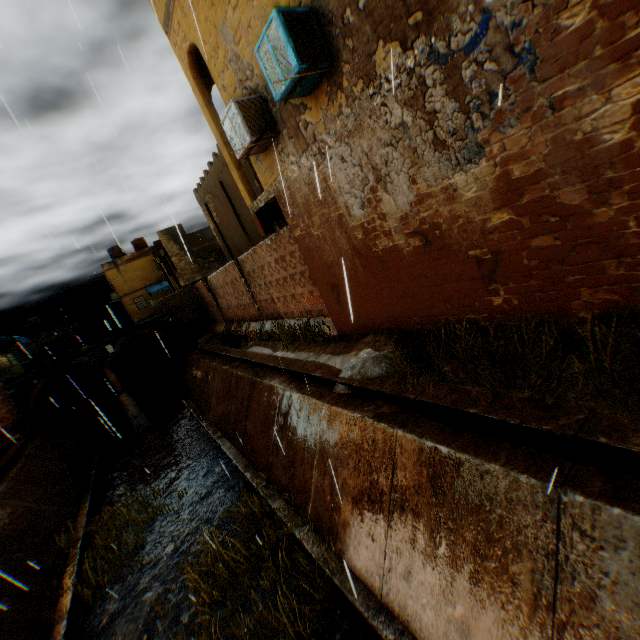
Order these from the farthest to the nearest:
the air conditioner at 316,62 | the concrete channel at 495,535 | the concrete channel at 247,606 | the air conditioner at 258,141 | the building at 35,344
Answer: the building at 35,344 → the air conditioner at 258,141 → the concrete channel at 247,606 → the air conditioner at 316,62 → the concrete channel at 495,535

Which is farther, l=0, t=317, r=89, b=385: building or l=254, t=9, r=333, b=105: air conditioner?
l=0, t=317, r=89, b=385: building

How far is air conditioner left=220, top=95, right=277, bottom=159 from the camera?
6.3 meters

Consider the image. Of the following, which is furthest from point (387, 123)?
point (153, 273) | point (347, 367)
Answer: point (153, 273)

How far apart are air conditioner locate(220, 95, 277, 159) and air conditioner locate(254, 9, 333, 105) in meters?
1.2 m

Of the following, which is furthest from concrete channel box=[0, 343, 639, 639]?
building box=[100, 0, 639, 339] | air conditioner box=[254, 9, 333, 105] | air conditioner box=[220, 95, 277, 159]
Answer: air conditioner box=[220, 95, 277, 159]

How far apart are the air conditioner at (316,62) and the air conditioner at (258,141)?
1.2 meters
